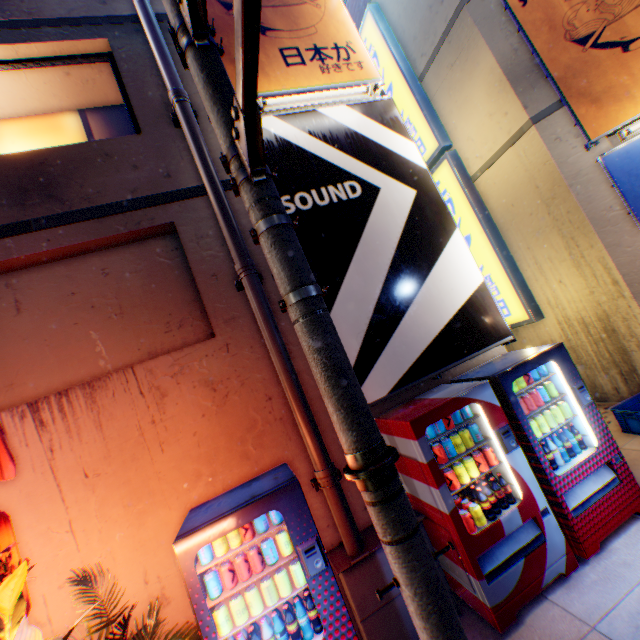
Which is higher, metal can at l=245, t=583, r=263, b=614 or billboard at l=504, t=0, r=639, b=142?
billboard at l=504, t=0, r=639, b=142

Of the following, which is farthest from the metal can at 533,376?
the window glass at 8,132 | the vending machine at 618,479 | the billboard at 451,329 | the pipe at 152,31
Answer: the window glass at 8,132

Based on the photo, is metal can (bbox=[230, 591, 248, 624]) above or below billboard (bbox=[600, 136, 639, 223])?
below

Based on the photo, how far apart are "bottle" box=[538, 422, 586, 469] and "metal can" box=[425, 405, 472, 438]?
0.81m

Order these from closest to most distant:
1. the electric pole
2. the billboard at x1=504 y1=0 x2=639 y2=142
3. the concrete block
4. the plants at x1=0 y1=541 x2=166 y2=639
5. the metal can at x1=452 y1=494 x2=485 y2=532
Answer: the electric pole < the plants at x1=0 y1=541 x2=166 y2=639 < the metal can at x1=452 y1=494 x2=485 y2=532 < the billboard at x1=504 y1=0 x2=639 y2=142 < the concrete block

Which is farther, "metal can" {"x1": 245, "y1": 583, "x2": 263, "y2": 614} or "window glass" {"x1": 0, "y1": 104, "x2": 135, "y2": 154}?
"window glass" {"x1": 0, "y1": 104, "x2": 135, "y2": 154}

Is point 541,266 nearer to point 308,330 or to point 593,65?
point 593,65

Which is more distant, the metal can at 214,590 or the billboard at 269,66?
the billboard at 269,66
